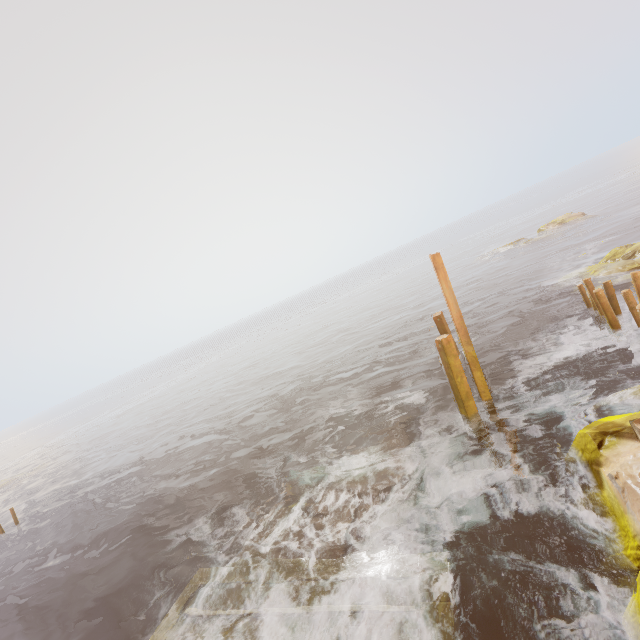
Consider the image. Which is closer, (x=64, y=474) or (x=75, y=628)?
(x=75, y=628)

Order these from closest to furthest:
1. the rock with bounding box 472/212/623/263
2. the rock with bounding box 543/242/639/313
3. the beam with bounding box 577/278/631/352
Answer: the beam with bounding box 577/278/631/352, the rock with bounding box 543/242/639/313, the rock with bounding box 472/212/623/263

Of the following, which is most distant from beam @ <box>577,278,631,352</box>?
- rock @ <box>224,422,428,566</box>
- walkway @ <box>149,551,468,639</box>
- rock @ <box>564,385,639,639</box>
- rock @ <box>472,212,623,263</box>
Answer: rock @ <box>472,212,623,263</box>

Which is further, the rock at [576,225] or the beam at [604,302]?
the rock at [576,225]

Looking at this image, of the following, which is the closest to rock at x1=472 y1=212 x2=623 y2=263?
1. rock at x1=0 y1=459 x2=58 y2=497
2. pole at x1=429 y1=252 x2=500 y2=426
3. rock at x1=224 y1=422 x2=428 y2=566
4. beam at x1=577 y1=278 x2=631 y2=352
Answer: beam at x1=577 y1=278 x2=631 y2=352

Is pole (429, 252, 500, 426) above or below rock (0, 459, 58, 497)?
above

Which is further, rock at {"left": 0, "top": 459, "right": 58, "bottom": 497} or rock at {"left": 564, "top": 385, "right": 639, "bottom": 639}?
rock at {"left": 0, "top": 459, "right": 58, "bottom": 497}

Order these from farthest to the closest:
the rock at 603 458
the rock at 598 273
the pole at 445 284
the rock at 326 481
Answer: the rock at 598 273
the pole at 445 284
the rock at 326 481
the rock at 603 458
